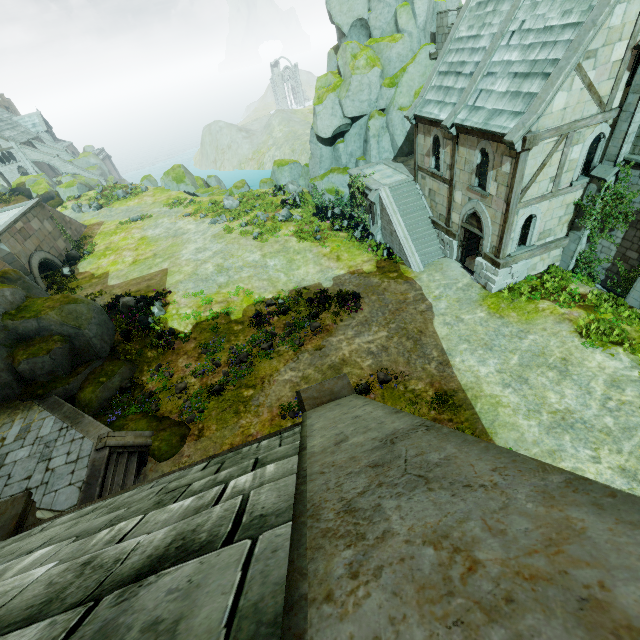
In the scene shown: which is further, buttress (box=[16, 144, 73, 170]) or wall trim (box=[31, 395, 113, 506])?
buttress (box=[16, 144, 73, 170])

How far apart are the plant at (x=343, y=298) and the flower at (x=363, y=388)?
5.8 meters

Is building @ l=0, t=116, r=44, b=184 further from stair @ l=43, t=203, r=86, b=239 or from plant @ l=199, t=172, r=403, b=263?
plant @ l=199, t=172, r=403, b=263

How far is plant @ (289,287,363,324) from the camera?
18.29m

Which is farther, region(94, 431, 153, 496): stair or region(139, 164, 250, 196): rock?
region(139, 164, 250, 196): rock

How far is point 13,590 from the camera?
2.0 meters

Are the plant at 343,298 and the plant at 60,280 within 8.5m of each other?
no

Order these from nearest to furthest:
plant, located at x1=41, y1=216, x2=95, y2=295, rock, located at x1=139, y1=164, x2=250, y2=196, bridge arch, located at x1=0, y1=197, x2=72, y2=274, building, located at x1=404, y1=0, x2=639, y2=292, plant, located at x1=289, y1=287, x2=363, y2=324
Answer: building, located at x1=404, y1=0, x2=639, y2=292 → plant, located at x1=289, y1=287, x2=363, y2=324 → plant, located at x1=41, y1=216, x2=95, y2=295 → bridge arch, located at x1=0, y1=197, x2=72, y2=274 → rock, located at x1=139, y1=164, x2=250, y2=196
